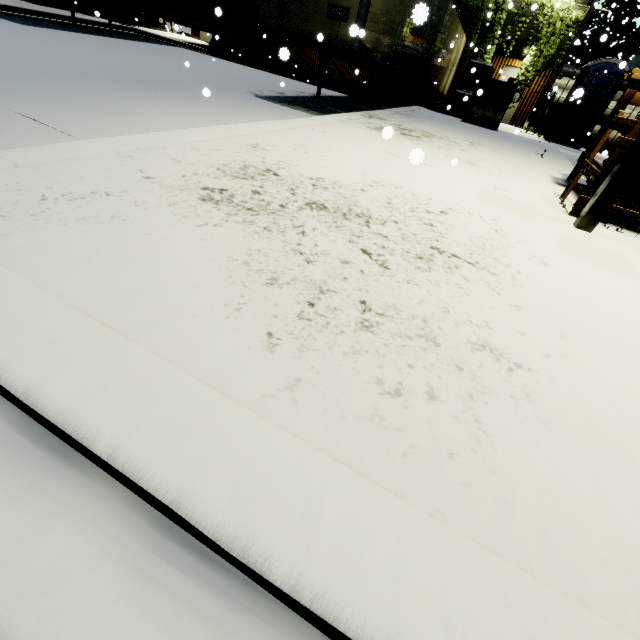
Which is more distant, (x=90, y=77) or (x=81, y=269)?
(x=90, y=77)

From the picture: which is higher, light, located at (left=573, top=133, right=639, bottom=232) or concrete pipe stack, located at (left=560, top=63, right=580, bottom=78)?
concrete pipe stack, located at (left=560, top=63, right=580, bottom=78)

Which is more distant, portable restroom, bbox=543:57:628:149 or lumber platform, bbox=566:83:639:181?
portable restroom, bbox=543:57:628:149

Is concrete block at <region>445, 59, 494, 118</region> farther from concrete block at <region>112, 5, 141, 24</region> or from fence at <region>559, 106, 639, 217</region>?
concrete block at <region>112, 5, 141, 24</region>

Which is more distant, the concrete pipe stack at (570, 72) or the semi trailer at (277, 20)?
the concrete pipe stack at (570, 72)

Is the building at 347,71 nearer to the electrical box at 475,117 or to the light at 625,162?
the light at 625,162

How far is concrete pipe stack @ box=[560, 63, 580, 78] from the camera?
23.5 meters

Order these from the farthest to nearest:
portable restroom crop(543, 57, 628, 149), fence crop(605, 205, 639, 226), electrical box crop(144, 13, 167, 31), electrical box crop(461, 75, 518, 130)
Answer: electrical box crop(144, 13, 167, 31) → portable restroom crop(543, 57, 628, 149) → electrical box crop(461, 75, 518, 130) → fence crop(605, 205, 639, 226)
